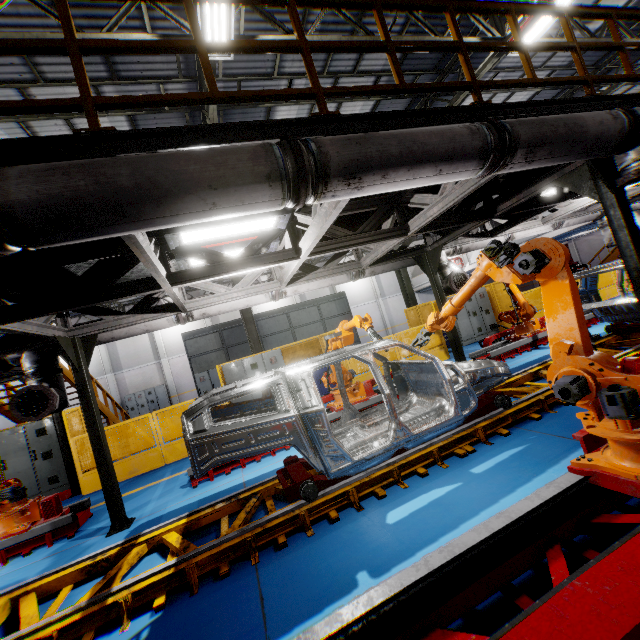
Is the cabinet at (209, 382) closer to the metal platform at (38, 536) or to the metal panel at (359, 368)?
the metal panel at (359, 368)

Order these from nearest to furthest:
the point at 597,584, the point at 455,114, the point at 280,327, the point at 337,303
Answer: Result:
1. the point at 597,584
2. the point at 455,114
3. the point at 280,327
4. the point at 337,303

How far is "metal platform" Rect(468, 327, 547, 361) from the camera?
8.96m

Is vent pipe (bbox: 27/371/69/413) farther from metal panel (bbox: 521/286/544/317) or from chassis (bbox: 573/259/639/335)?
metal panel (bbox: 521/286/544/317)

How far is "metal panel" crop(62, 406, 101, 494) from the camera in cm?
834

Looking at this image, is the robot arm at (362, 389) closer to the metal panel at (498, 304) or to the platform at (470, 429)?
the platform at (470, 429)

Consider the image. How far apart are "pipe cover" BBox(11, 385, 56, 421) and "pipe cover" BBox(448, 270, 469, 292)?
8.4m

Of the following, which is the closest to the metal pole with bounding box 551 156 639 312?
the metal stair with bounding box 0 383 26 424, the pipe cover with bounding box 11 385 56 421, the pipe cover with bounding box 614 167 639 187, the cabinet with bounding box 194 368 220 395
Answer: the pipe cover with bounding box 614 167 639 187
